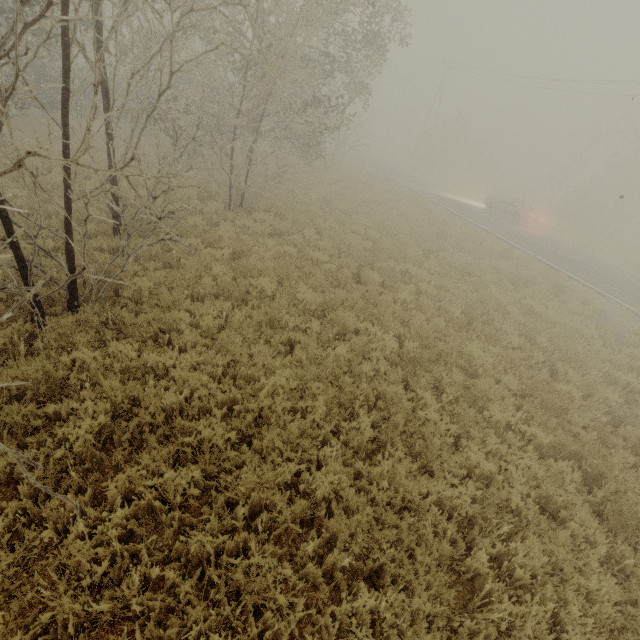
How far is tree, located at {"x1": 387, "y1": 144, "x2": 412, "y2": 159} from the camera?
52.27m

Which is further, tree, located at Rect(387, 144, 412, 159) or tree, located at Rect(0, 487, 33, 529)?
tree, located at Rect(387, 144, 412, 159)

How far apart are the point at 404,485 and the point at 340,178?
20.8m

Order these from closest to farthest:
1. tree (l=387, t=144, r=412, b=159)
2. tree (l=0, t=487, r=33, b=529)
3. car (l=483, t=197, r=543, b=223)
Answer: tree (l=0, t=487, r=33, b=529), car (l=483, t=197, r=543, b=223), tree (l=387, t=144, r=412, b=159)

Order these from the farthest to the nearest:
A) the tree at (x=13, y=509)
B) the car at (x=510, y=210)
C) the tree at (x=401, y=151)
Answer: the tree at (x=401, y=151) < the car at (x=510, y=210) < the tree at (x=13, y=509)

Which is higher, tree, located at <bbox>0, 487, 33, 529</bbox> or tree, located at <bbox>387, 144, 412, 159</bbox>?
tree, located at <bbox>387, 144, 412, 159</bbox>

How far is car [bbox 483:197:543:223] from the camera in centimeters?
2327cm

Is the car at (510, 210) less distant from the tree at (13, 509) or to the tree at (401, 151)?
the tree at (13, 509)
